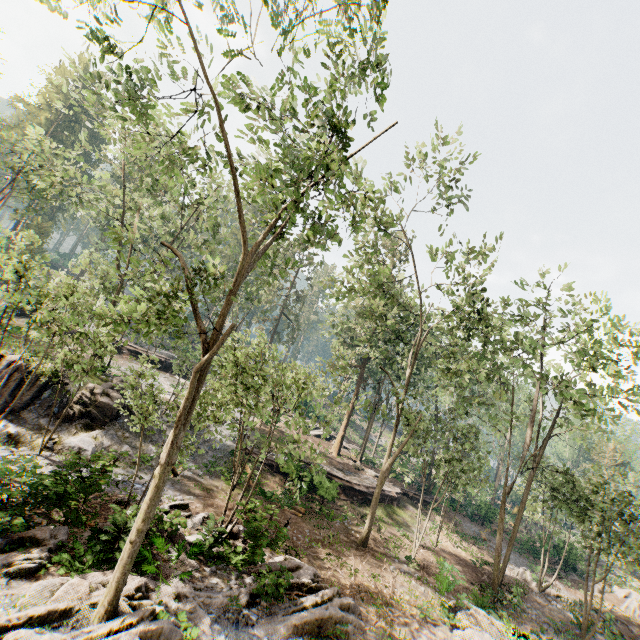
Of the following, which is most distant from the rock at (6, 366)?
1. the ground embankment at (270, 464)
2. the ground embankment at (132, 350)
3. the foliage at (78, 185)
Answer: the ground embankment at (132, 350)

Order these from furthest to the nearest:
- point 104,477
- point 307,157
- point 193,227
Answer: point 193,227
point 104,477
point 307,157

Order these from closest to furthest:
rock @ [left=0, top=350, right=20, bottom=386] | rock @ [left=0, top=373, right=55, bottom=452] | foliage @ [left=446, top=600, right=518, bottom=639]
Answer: foliage @ [left=446, top=600, right=518, bottom=639]
rock @ [left=0, top=373, right=55, bottom=452]
rock @ [left=0, top=350, right=20, bottom=386]

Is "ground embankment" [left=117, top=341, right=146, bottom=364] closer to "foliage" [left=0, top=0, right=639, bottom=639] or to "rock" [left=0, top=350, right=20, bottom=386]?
"foliage" [left=0, top=0, right=639, bottom=639]

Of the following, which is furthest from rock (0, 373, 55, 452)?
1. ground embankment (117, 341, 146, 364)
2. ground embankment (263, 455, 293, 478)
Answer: ground embankment (117, 341, 146, 364)

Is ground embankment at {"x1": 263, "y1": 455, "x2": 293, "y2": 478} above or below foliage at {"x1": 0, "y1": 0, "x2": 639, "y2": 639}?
above

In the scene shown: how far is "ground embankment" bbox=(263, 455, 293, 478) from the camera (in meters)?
24.08

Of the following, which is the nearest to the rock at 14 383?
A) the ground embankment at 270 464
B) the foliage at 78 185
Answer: the foliage at 78 185
